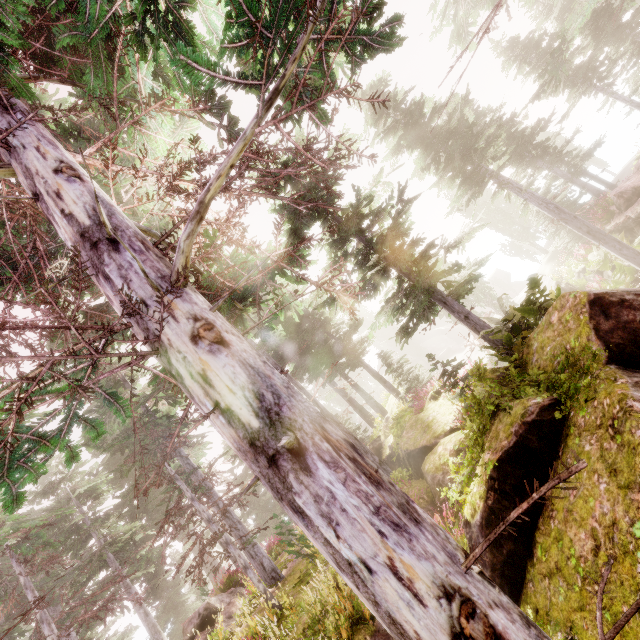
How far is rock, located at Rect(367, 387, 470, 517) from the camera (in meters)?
7.81

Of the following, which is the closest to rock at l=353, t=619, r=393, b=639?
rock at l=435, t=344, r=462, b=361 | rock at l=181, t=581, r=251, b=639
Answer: rock at l=181, t=581, r=251, b=639

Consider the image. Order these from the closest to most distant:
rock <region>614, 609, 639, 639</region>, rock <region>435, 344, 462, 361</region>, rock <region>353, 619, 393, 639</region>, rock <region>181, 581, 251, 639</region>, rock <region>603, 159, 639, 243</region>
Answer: rock <region>614, 609, 639, 639</region>, rock <region>353, 619, 393, 639</region>, rock <region>181, 581, 251, 639</region>, rock <region>603, 159, 639, 243</region>, rock <region>435, 344, 462, 361</region>

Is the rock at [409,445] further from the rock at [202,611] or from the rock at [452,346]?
the rock at [452,346]

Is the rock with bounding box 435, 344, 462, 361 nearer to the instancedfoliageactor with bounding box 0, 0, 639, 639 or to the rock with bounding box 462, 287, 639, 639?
the instancedfoliageactor with bounding box 0, 0, 639, 639

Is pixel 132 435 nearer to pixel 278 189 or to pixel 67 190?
pixel 278 189

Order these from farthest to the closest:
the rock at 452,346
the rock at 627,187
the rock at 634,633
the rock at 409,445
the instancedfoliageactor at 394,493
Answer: the rock at 452,346
the rock at 627,187
the rock at 409,445
the rock at 634,633
the instancedfoliageactor at 394,493

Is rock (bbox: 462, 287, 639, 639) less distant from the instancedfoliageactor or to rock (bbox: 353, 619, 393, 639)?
the instancedfoliageactor
